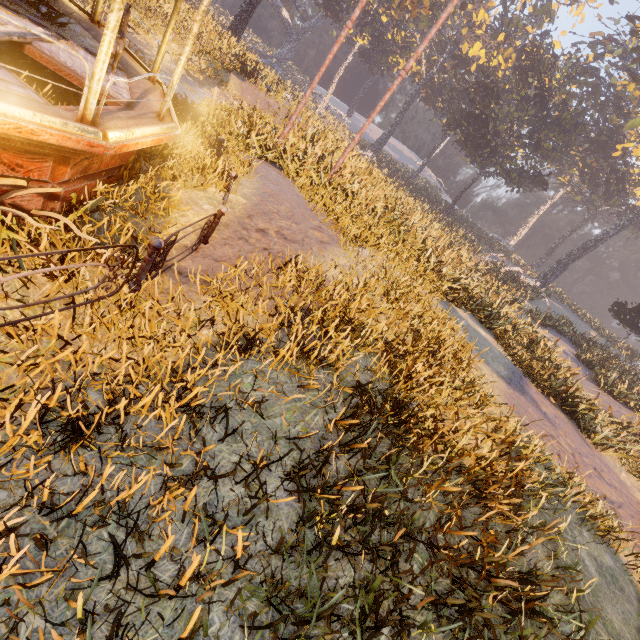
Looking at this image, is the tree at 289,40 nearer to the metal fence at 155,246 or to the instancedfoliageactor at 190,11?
the instancedfoliageactor at 190,11

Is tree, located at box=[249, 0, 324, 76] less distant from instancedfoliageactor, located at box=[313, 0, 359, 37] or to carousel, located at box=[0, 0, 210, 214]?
instancedfoliageactor, located at box=[313, 0, 359, 37]

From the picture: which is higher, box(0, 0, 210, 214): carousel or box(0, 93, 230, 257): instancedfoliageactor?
box(0, 0, 210, 214): carousel

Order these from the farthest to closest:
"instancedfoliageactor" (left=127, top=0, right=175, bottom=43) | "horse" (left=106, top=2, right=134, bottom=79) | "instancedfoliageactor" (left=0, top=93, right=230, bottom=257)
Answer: "instancedfoliageactor" (left=127, top=0, right=175, bottom=43) → "horse" (left=106, top=2, right=134, bottom=79) → "instancedfoliageactor" (left=0, top=93, right=230, bottom=257)

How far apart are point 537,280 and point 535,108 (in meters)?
18.92

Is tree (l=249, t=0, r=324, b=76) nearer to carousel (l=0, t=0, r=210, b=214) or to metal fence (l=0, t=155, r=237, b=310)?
carousel (l=0, t=0, r=210, b=214)

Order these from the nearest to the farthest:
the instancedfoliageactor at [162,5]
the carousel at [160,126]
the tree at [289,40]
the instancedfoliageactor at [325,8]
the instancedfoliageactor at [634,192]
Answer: the instancedfoliageactor at [634,192], the carousel at [160,126], the instancedfoliageactor at [162,5], the instancedfoliageactor at [325,8], the tree at [289,40]
